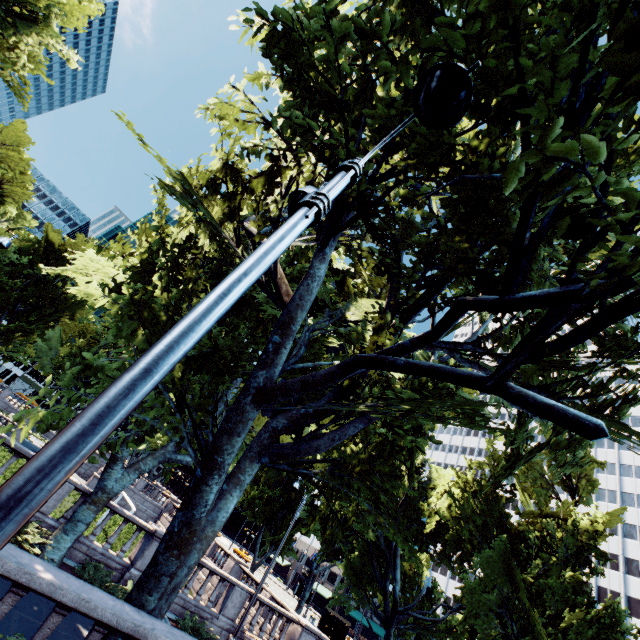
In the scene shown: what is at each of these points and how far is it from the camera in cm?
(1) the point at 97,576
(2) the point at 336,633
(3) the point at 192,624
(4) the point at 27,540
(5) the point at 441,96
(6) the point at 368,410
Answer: (1) bush, 1139
(2) bus stop, 3616
(3) bush, 1335
(4) bush, 1067
(5) light, 233
(6) tree, 691

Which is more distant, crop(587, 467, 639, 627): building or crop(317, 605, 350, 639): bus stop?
crop(587, 467, 639, 627): building

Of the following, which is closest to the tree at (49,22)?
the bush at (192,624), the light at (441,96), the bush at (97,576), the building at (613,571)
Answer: the building at (613,571)

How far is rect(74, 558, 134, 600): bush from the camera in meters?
11.3

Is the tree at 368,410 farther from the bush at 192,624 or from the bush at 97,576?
the bush at 192,624

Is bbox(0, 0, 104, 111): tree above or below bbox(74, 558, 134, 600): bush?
above

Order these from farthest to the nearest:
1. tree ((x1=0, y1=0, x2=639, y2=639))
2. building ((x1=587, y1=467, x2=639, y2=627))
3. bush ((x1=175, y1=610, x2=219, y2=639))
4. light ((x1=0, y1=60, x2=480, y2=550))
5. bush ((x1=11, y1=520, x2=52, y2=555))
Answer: building ((x1=587, y1=467, x2=639, y2=627)) < bush ((x1=175, y1=610, x2=219, y2=639)) < bush ((x1=11, y1=520, x2=52, y2=555)) < tree ((x1=0, y1=0, x2=639, y2=639)) < light ((x1=0, y1=60, x2=480, y2=550))

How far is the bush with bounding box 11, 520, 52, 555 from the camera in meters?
10.2
